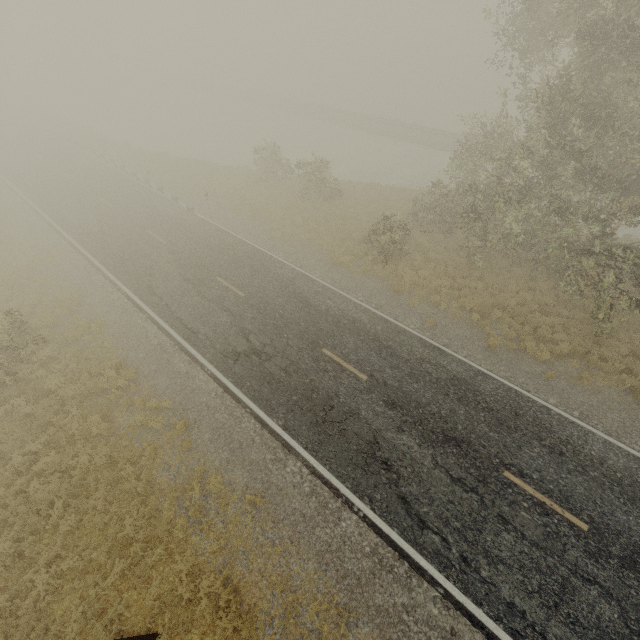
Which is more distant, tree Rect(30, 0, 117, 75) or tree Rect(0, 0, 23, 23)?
tree Rect(0, 0, 23, 23)

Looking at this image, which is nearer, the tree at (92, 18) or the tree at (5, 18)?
the tree at (92, 18)

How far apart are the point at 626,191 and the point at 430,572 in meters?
16.6 m
